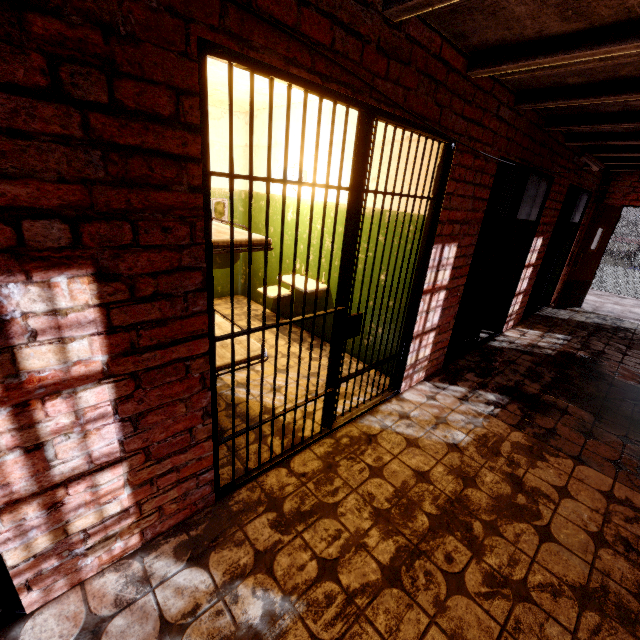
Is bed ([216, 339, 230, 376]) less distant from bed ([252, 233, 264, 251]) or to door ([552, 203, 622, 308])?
bed ([252, 233, 264, 251])

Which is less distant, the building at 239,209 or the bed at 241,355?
the bed at 241,355

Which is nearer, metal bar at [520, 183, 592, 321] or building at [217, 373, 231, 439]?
building at [217, 373, 231, 439]

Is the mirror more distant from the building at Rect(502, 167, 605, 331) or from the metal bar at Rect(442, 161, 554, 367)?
the metal bar at Rect(442, 161, 554, 367)

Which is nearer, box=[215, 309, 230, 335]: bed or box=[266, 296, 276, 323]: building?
box=[215, 309, 230, 335]: bed

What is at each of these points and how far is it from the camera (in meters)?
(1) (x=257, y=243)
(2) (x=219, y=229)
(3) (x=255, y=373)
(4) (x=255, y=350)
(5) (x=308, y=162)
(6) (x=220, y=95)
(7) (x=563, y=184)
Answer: (1) bed, 2.45
(2) bed, 2.67
(3) building, 3.51
(4) bed, 2.88
(5) building, 3.99
(6) building, 4.19
(7) building, 4.87

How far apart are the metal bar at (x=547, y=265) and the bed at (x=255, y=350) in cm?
521

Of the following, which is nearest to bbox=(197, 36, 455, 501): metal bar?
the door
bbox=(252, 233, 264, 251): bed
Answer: bbox=(252, 233, 264, 251): bed
